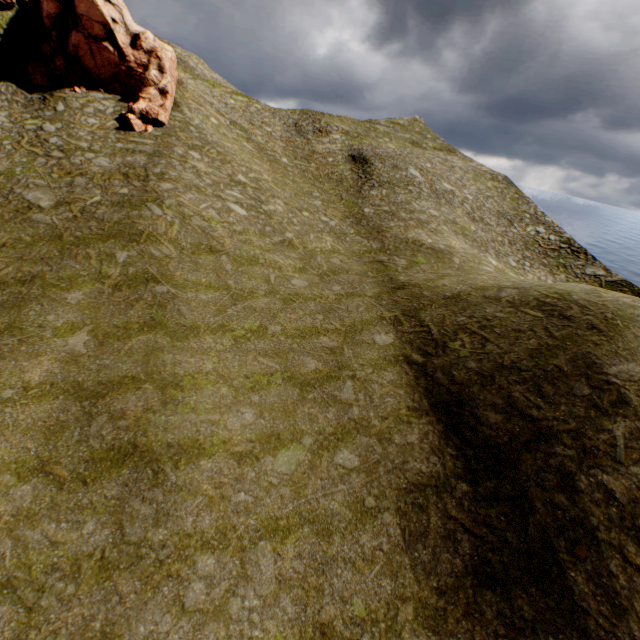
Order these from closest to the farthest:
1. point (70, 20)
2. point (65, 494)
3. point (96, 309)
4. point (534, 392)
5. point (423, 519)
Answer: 1. point (65, 494)
2. point (423, 519)
3. point (534, 392)
4. point (96, 309)
5. point (70, 20)
